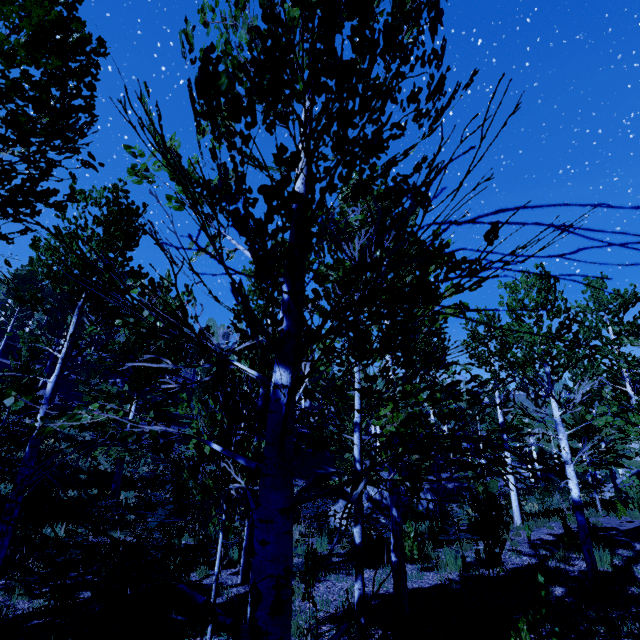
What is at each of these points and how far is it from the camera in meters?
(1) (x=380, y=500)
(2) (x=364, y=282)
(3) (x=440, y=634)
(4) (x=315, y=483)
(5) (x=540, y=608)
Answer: (1) rock, 17.2 m
(2) instancedfoliageactor, 0.8 m
(3) instancedfoliageactor, 4.7 m
(4) rock, 18.5 m
(5) instancedfoliageactor, 4.4 m

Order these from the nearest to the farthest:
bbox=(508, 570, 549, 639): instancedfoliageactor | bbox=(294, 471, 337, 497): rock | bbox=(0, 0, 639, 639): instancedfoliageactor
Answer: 1. bbox=(0, 0, 639, 639): instancedfoliageactor
2. bbox=(508, 570, 549, 639): instancedfoliageactor
3. bbox=(294, 471, 337, 497): rock

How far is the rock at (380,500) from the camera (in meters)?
16.75

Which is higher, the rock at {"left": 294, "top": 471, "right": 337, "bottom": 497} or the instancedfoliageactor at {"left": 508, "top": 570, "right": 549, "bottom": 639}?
the instancedfoliageactor at {"left": 508, "top": 570, "right": 549, "bottom": 639}

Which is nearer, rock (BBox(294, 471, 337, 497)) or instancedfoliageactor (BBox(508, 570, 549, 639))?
instancedfoliageactor (BBox(508, 570, 549, 639))

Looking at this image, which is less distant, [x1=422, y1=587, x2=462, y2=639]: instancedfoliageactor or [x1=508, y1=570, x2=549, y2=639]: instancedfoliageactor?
[x1=508, y1=570, x2=549, y2=639]: instancedfoliageactor

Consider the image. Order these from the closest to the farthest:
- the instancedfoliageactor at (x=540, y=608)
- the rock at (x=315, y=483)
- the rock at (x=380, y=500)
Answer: the instancedfoliageactor at (x=540, y=608)
the rock at (x=380, y=500)
the rock at (x=315, y=483)
